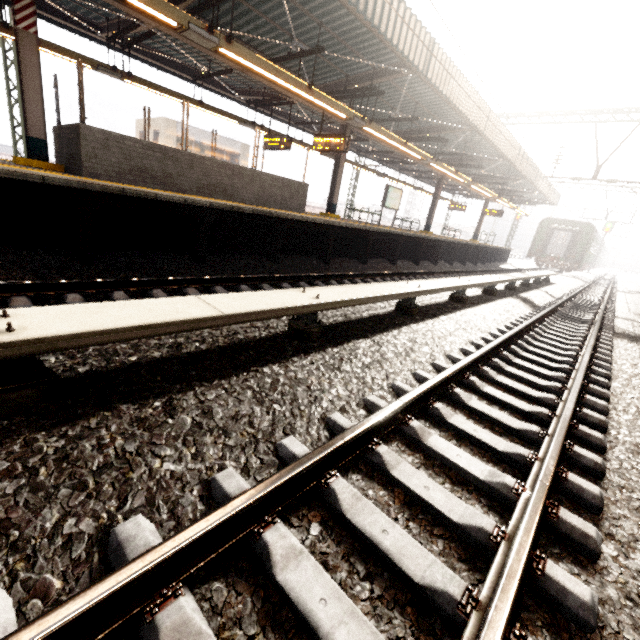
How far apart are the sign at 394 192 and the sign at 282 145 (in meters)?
6.03

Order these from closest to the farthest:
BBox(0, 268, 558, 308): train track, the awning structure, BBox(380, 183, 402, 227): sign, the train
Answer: BBox(0, 268, 558, 308): train track → the awning structure → BBox(380, 183, 402, 227): sign → the train

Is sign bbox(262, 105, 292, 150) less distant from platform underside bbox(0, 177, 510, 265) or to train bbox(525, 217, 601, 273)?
platform underside bbox(0, 177, 510, 265)

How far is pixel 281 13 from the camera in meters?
7.4

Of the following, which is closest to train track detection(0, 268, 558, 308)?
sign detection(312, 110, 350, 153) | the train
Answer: sign detection(312, 110, 350, 153)

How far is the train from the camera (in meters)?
27.05

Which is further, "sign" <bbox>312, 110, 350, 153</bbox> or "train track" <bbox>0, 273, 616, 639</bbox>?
"sign" <bbox>312, 110, 350, 153</bbox>

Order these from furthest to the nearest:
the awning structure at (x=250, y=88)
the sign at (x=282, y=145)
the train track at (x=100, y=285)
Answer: the sign at (x=282, y=145) < the awning structure at (x=250, y=88) < the train track at (x=100, y=285)
